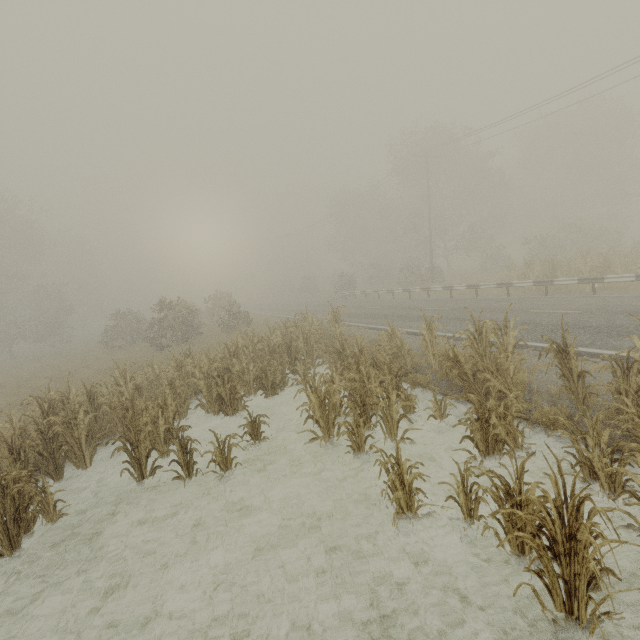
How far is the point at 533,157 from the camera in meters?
39.0 m

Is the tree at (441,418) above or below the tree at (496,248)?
below

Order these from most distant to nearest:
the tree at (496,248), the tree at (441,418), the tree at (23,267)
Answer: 1. the tree at (496,248)
2. the tree at (441,418)
3. the tree at (23,267)

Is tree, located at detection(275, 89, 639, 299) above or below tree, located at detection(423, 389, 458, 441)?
above

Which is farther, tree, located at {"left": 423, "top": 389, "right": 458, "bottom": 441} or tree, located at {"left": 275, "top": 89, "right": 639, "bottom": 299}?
tree, located at {"left": 275, "top": 89, "right": 639, "bottom": 299}

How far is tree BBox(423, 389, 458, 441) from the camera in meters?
6.9 m

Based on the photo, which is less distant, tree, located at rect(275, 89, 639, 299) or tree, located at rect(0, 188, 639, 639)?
tree, located at rect(0, 188, 639, 639)
